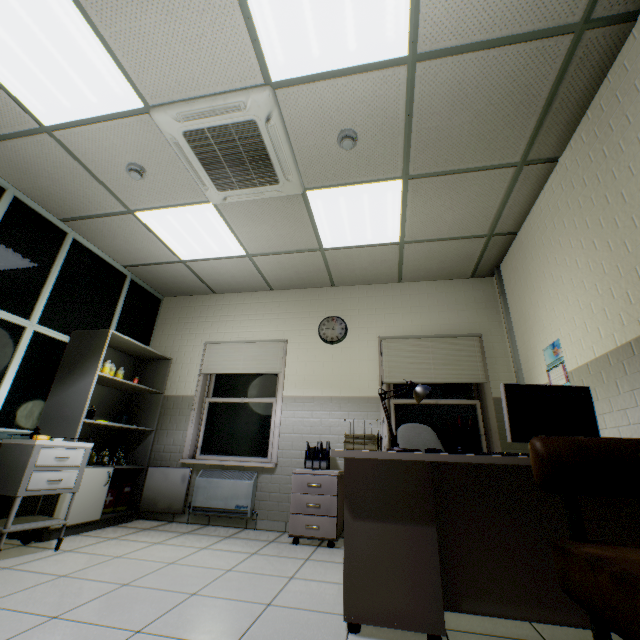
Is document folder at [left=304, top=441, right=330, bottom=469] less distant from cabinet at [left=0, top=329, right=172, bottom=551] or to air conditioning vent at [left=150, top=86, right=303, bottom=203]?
cabinet at [left=0, top=329, right=172, bottom=551]

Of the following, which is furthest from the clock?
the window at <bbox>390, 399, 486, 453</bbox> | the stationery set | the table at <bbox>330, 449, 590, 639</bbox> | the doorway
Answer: the doorway

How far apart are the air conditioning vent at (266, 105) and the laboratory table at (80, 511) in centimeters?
307cm

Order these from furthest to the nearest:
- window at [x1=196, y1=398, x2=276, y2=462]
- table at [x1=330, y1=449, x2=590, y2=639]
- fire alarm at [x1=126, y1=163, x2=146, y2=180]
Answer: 1. window at [x1=196, y1=398, x2=276, y2=462]
2. fire alarm at [x1=126, y1=163, x2=146, y2=180]
3. table at [x1=330, y1=449, x2=590, y2=639]

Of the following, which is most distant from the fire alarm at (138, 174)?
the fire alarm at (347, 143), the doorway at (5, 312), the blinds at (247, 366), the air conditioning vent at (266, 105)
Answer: the blinds at (247, 366)

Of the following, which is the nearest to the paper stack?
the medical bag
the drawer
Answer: the drawer

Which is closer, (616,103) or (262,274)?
(616,103)

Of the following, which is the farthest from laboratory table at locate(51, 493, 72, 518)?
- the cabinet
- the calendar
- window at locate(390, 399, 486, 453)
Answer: the calendar
